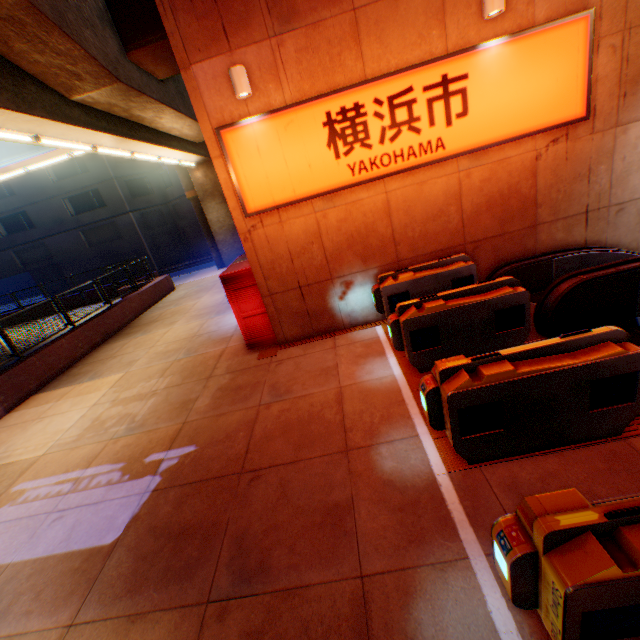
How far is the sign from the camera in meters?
5.6

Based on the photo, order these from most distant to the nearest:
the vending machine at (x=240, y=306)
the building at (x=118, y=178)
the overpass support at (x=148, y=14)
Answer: the building at (x=118, y=178) < the vending machine at (x=240, y=306) < the overpass support at (x=148, y=14)

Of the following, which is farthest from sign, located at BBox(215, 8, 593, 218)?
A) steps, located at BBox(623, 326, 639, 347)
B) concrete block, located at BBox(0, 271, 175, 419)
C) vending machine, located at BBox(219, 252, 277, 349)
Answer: concrete block, located at BBox(0, 271, 175, 419)

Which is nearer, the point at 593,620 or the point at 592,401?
the point at 593,620

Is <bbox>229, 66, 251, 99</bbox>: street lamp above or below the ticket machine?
above

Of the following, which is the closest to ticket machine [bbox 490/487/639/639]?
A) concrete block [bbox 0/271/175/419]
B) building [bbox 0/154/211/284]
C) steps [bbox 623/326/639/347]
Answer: steps [bbox 623/326/639/347]

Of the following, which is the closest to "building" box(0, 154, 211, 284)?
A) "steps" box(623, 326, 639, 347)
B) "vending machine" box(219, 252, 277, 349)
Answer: "vending machine" box(219, 252, 277, 349)

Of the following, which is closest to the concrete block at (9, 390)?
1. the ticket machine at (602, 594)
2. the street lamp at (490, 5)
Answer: the ticket machine at (602, 594)
